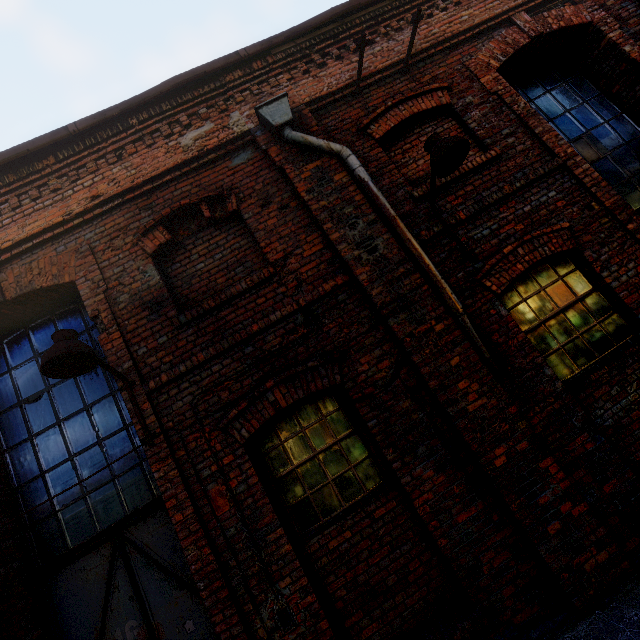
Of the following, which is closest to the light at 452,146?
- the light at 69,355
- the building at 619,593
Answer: the building at 619,593

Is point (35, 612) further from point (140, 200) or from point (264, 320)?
point (140, 200)

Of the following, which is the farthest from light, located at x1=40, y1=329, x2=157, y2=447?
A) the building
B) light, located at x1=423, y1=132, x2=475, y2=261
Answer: light, located at x1=423, y1=132, x2=475, y2=261

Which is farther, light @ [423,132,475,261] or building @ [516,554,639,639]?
light @ [423,132,475,261]

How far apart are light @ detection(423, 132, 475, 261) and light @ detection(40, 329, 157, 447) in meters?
3.9

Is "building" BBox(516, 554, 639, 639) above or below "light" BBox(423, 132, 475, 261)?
below

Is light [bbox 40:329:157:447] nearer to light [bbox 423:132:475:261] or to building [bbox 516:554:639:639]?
building [bbox 516:554:639:639]

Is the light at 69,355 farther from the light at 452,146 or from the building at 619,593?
the light at 452,146
